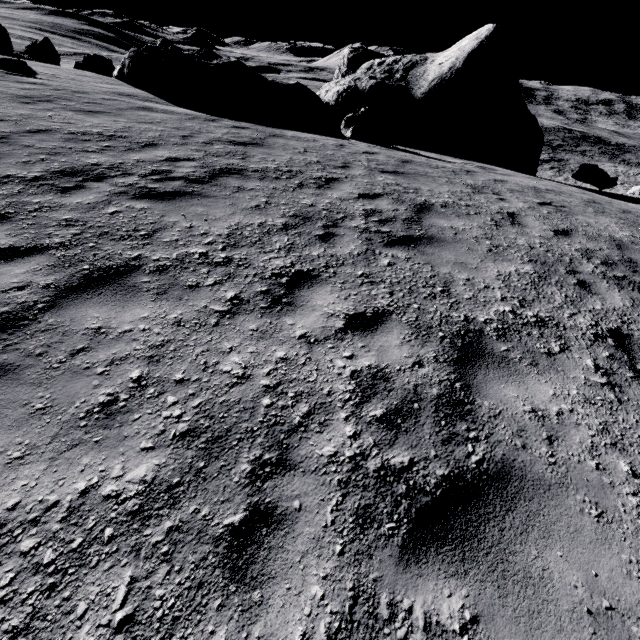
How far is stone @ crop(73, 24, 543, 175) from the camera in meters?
14.3

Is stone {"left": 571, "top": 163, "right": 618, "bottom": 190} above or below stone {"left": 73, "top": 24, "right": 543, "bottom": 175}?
below

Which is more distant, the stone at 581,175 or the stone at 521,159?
Result: the stone at 581,175

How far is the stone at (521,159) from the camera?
14.3m

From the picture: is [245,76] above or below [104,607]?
above

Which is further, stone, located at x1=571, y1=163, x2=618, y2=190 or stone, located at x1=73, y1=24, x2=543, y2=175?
stone, located at x1=571, y1=163, x2=618, y2=190
